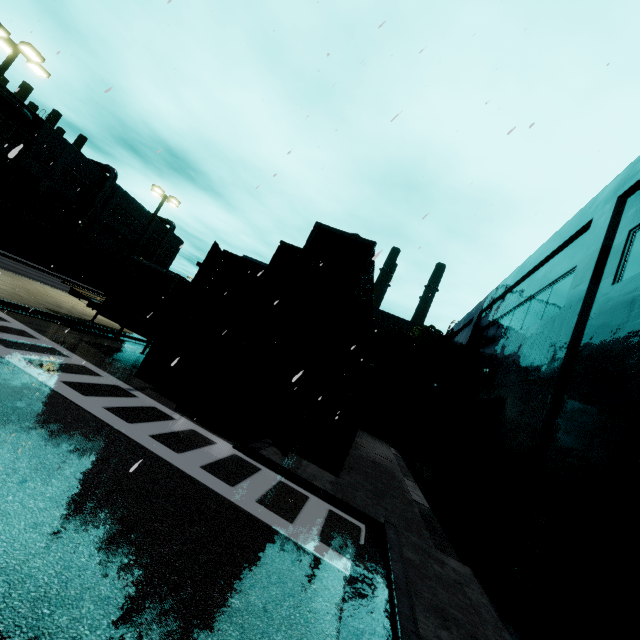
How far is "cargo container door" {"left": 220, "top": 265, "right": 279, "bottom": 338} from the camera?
10.90m

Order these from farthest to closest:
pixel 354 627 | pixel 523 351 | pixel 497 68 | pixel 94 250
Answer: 1. pixel 94 250
2. pixel 497 68
3. pixel 523 351
4. pixel 354 627

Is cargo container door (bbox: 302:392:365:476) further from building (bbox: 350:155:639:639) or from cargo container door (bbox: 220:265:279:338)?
building (bbox: 350:155:639:639)

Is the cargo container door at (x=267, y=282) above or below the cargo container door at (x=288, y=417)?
above

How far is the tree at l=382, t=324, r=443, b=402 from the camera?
28.80m

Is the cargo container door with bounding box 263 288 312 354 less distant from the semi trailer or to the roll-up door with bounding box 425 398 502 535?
the semi trailer

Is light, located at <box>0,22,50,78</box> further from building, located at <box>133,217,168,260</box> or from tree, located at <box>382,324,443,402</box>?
tree, located at <box>382,324,443,402</box>

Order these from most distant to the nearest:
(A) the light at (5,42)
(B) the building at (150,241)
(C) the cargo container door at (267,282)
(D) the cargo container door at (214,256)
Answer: (B) the building at (150,241), (A) the light at (5,42), (C) the cargo container door at (267,282), (D) the cargo container door at (214,256)
